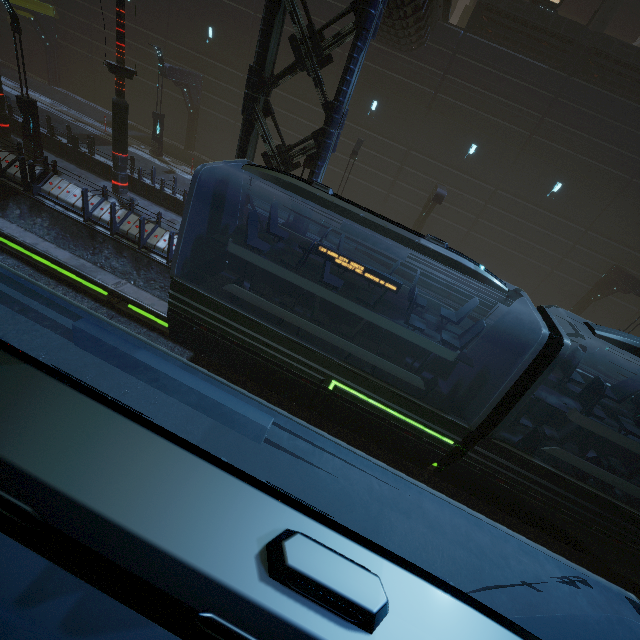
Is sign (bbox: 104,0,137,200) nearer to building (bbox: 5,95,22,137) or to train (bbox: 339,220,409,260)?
building (bbox: 5,95,22,137)

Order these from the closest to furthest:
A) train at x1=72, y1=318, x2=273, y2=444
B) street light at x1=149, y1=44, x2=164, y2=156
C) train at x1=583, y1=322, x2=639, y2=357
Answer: train at x1=72, y1=318, x2=273, y2=444
train at x1=583, y1=322, x2=639, y2=357
street light at x1=149, y1=44, x2=164, y2=156

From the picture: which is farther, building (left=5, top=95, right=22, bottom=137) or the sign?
building (left=5, top=95, right=22, bottom=137)

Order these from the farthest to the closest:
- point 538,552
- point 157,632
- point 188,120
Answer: point 188,120, point 538,552, point 157,632

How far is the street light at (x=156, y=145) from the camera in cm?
1773

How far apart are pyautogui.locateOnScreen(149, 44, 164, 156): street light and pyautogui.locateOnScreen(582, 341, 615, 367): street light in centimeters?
2873cm

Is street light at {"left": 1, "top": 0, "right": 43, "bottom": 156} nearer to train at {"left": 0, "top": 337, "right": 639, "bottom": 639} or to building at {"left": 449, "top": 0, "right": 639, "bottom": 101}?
building at {"left": 449, "top": 0, "right": 639, "bottom": 101}

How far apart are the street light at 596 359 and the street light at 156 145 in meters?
28.7
